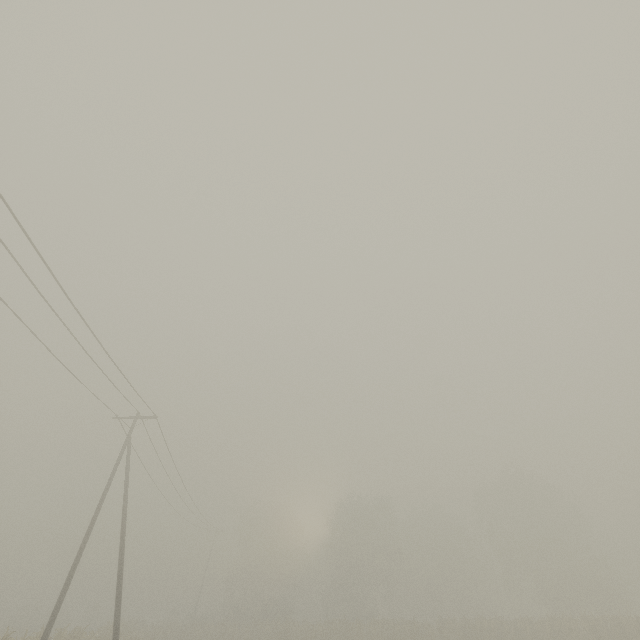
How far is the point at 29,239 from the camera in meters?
9.8 m
